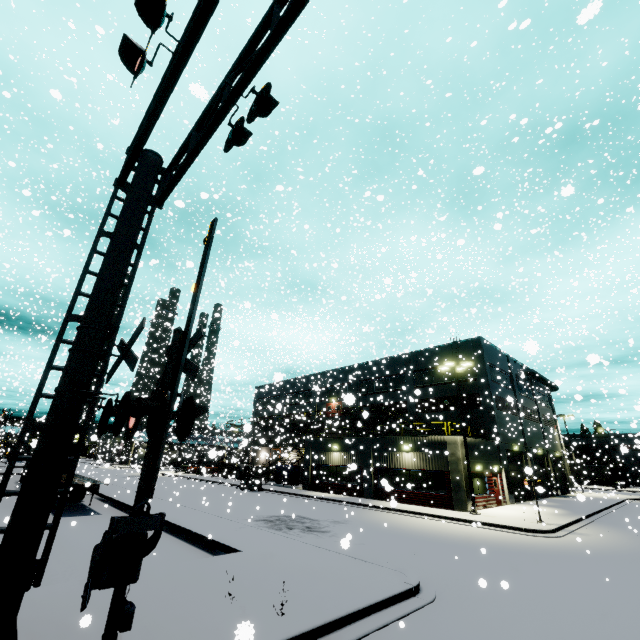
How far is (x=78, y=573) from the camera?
9.56m

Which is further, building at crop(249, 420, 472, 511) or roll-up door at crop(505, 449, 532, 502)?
roll-up door at crop(505, 449, 532, 502)

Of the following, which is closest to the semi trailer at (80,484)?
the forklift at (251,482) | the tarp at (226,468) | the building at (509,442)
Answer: the building at (509,442)

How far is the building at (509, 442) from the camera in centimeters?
2556cm

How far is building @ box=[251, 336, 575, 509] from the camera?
25.56m

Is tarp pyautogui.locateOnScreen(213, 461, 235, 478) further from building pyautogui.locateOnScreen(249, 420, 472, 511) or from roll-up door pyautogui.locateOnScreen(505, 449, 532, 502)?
roll-up door pyautogui.locateOnScreen(505, 449, 532, 502)

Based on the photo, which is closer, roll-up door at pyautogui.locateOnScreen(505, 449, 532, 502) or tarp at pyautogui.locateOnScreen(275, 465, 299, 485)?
roll-up door at pyautogui.locateOnScreen(505, 449, 532, 502)

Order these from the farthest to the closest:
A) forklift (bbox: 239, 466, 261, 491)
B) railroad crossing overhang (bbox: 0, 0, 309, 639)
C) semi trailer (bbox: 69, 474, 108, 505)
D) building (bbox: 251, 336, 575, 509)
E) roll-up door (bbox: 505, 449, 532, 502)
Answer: roll-up door (bbox: 505, 449, 532, 502) < forklift (bbox: 239, 466, 261, 491) < building (bbox: 251, 336, 575, 509) < semi trailer (bbox: 69, 474, 108, 505) < railroad crossing overhang (bbox: 0, 0, 309, 639)
